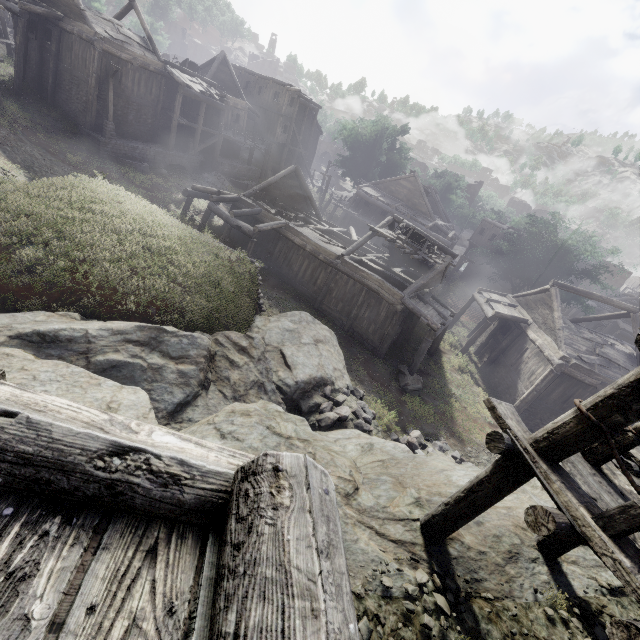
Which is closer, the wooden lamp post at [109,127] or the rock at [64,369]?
the rock at [64,369]

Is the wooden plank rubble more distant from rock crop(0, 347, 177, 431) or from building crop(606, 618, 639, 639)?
rock crop(0, 347, 177, 431)

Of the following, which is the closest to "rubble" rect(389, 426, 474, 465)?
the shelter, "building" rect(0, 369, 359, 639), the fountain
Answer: the shelter

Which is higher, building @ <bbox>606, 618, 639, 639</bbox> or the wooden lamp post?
building @ <bbox>606, 618, 639, 639</bbox>

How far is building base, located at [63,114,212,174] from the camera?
23.2m

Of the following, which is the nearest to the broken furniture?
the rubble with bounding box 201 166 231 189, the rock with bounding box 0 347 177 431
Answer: the rock with bounding box 0 347 177 431

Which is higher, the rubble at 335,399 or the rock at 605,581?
the rock at 605,581

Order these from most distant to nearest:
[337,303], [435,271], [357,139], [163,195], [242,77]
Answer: [357,139] → [242,77] → [163,195] → [337,303] → [435,271]
